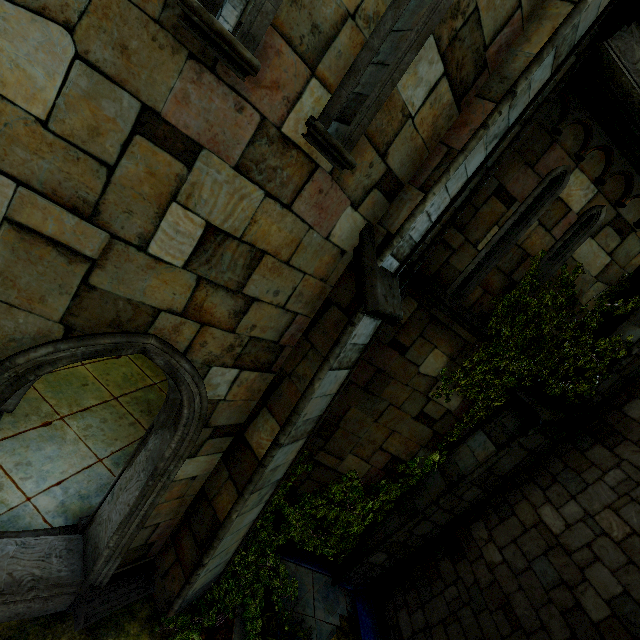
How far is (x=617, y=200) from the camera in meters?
5.1

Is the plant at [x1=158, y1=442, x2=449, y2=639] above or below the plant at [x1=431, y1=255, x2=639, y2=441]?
below

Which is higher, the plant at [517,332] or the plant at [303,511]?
the plant at [517,332]
